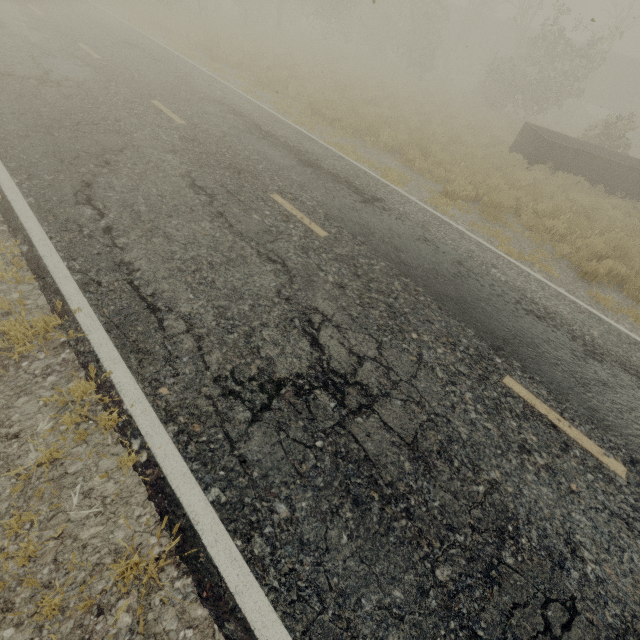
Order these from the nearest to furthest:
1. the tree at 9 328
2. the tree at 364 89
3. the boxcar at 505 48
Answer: the tree at 9 328
the tree at 364 89
the boxcar at 505 48

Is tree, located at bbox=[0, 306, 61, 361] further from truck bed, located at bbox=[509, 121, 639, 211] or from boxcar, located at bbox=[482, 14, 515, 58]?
boxcar, located at bbox=[482, 14, 515, 58]

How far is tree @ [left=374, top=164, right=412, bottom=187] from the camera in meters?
8.5 m

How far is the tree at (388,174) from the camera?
8.5 meters

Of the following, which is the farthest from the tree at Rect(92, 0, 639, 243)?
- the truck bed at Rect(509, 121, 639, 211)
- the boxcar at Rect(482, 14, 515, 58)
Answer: the boxcar at Rect(482, 14, 515, 58)

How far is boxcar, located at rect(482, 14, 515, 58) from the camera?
33.2 meters

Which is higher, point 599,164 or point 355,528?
point 599,164
